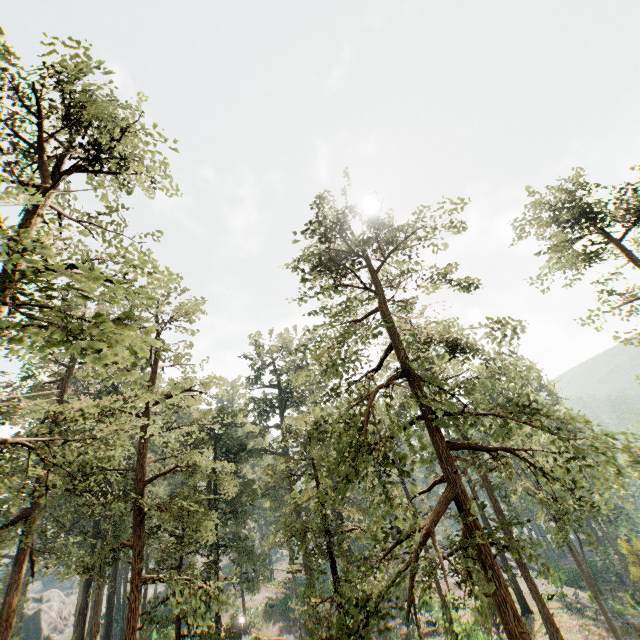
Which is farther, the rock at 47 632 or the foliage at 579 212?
the rock at 47 632

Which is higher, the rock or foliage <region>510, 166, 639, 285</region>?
foliage <region>510, 166, 639, 285</region>

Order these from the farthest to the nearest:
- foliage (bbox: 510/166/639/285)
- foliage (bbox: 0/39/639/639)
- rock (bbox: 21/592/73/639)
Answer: rock (bbox: 21/592/73/639) < foliage (bbox: 510/166/639/285) < foliage (bbox: 0/39/639/639)

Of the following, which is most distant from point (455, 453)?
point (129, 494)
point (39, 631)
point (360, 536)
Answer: point (39, 631)

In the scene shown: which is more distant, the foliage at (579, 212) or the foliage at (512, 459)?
the foliage at (579, 212)

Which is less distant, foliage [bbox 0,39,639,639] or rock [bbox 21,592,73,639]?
foliage [bbox 0,39,639,639]

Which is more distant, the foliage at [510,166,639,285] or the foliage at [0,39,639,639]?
the foliage at [510,166,639,285]
